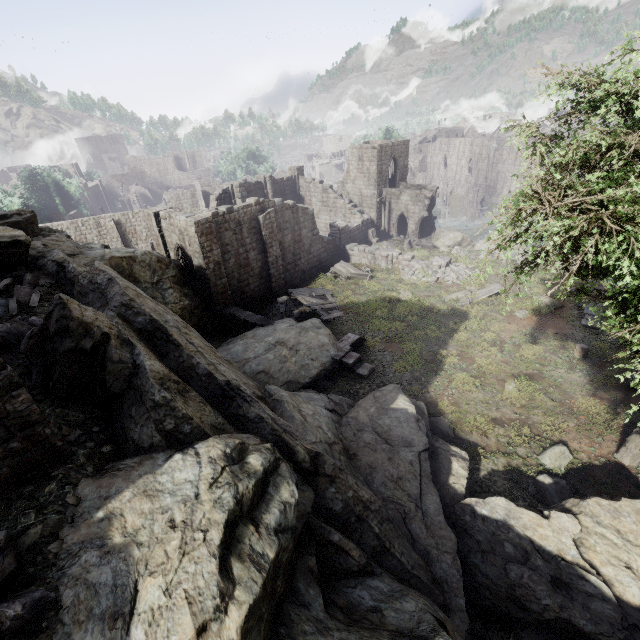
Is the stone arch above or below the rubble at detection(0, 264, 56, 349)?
below

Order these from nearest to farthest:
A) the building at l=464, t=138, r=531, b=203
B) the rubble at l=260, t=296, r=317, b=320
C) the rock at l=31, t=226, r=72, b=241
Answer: the rock at l=31, t=226, r=72, b=241
the rubble at l=260, t=296, r=317, b=320
the building at l=464, t=138, r=531, b=203

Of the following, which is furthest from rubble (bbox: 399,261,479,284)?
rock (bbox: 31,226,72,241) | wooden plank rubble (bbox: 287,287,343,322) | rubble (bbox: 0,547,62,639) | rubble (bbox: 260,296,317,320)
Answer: rubble (bbox: 0,547,62,639)

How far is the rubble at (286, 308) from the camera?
22.0 meters

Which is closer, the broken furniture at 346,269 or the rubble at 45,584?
the rubble at 45,584

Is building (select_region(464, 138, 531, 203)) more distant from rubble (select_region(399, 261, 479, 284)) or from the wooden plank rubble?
the wooden plank rubble

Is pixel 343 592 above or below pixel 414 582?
above

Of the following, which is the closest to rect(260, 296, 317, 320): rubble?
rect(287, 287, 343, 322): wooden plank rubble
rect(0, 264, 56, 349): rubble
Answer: rect(287, 287, 343, 322): wooden plank rubble
